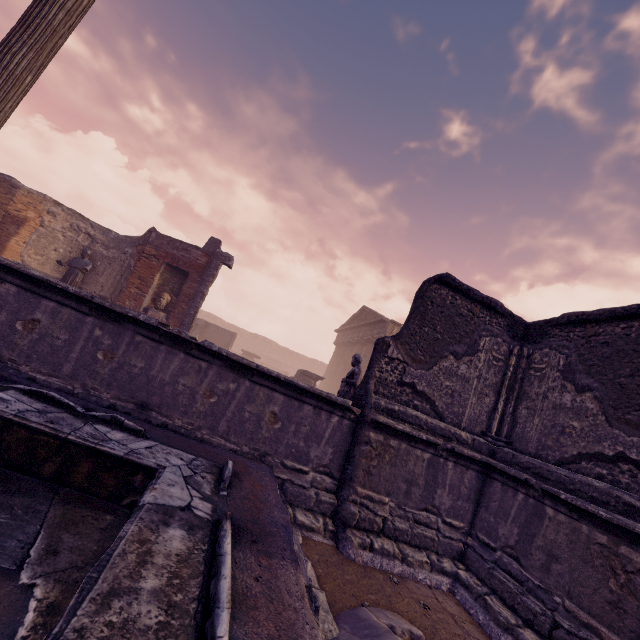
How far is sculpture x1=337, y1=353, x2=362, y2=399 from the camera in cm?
672

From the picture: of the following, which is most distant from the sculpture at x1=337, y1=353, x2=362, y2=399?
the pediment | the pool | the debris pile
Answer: the pediment

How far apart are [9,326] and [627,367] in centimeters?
711cm

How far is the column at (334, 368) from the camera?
24.1m

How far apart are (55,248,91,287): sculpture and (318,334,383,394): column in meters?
19.7

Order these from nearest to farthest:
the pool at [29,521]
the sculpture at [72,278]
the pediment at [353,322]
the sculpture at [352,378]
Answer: the pool at [29,521] < the sculpture at [352,378] < the sculpture at [72,278] < the pediment at [353,322]

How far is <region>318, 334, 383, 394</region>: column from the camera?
24.1m

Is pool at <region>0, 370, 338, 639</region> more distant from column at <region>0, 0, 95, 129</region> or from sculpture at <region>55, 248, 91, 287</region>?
sculpture at <region>55, 248, 91, 287</region>
